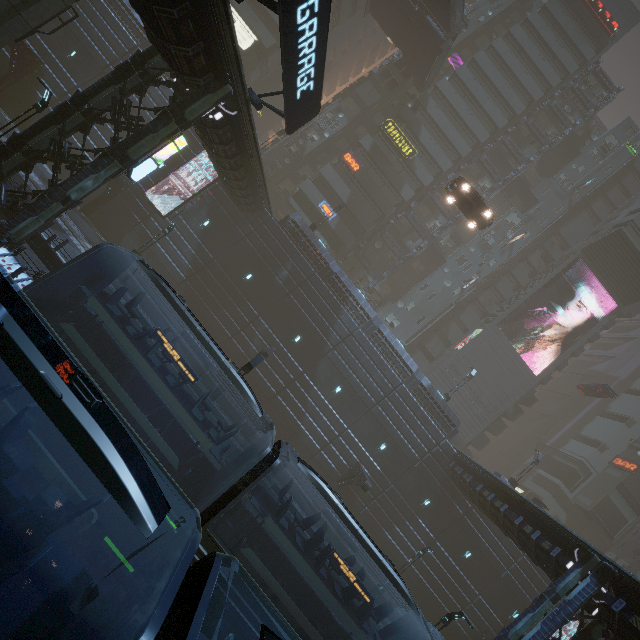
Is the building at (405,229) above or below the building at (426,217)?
below

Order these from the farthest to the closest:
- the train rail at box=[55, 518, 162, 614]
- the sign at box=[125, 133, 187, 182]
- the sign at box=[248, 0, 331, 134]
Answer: the sign at box=[125, 133, 187, 182] < the sign at box=[248, 0, 331, 134] < the train rail at box=[55, 518, 162, 614]

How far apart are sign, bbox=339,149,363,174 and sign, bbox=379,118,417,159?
4.3m

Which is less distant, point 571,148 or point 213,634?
point 213,634

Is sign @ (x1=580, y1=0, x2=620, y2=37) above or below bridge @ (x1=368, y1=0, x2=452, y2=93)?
above

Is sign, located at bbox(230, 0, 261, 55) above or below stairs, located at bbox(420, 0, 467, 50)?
below

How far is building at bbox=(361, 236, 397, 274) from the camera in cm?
4041

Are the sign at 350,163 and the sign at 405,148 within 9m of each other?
yes
